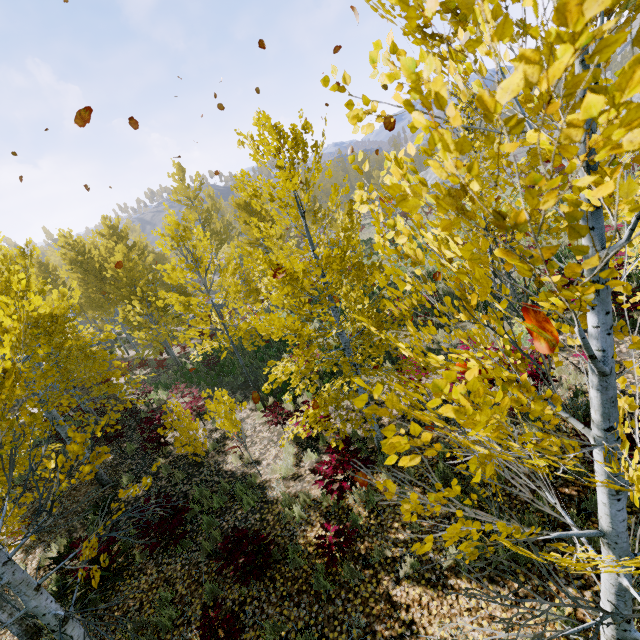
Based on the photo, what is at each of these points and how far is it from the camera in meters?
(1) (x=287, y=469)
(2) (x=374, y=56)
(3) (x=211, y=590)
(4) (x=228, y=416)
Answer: (1) instancedfoliageactor, 7.4 m
(2) instancedfoliageactor, 1.2 m
(3) instancedfoliageactor, 5.2 m
(4) instancedfoliageactor, 7.1 m

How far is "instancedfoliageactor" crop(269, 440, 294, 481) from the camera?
7.3m

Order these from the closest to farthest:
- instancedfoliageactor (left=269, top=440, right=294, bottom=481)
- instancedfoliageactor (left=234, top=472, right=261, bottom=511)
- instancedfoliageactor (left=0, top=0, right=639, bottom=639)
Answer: instancedfoliageactor (left=0, top=0, right=639, bottom=639) < instancedfoliageactor (left=234, top=472, right=261, bottom=511) < instancedfoliageactor (left=269, top=440, right=294, bottom=481)

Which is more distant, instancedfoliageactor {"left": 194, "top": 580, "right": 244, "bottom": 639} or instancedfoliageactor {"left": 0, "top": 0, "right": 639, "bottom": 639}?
instancedfoliageactor {"left": 194, "top": 580, "right": 244, "bottom": 639}

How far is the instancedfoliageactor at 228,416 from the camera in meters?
6.9 m
